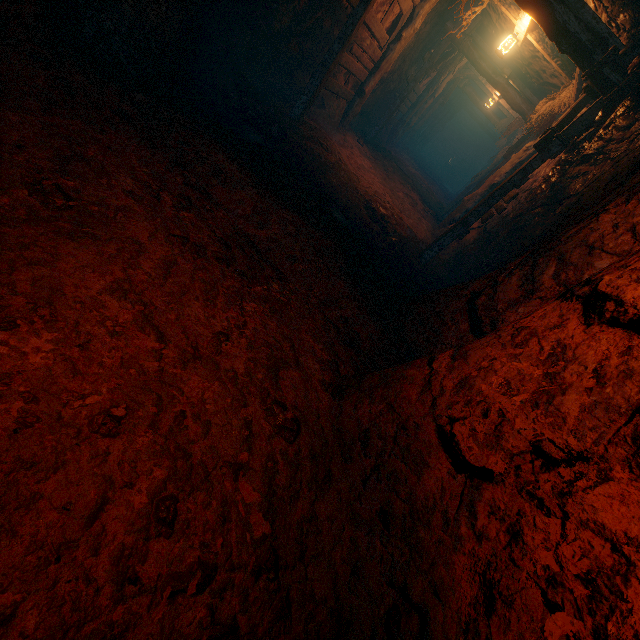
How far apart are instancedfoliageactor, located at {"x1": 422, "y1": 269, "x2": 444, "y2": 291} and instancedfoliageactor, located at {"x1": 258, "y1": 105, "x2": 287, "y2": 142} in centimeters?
366cm

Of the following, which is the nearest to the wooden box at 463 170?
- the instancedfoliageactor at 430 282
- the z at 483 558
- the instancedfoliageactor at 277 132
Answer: the z at 483 558

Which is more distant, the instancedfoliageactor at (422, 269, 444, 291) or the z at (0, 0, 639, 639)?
the instancedfoliageactor at (422, 269, 444, 291)

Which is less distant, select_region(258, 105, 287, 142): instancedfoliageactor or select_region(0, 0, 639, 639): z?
select_region(0, 0, 639, 639): z

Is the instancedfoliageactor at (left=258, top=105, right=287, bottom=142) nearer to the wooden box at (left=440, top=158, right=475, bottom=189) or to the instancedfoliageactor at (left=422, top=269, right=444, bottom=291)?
the instancedfoliageactor at (left=422, top=269, right=444, bottom=291)

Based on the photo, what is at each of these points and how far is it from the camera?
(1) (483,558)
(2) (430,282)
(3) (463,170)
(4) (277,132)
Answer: (1) z, 1.5 meters
(2) instancedfoliageactor, 6.1 meters
(3) wooden box, 24.2 meters
(4) instancedfoliageactor, 5.7 meters

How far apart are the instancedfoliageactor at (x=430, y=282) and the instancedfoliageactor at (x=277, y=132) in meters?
3.7 m
